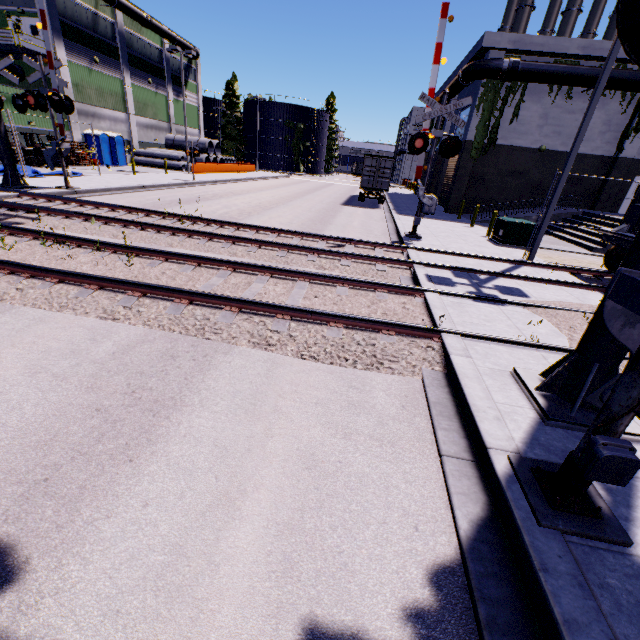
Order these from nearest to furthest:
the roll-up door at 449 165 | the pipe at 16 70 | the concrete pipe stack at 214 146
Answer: the pipe at 16 70, the roll-up door at 449 165, the concrete pipe stack at 214 146

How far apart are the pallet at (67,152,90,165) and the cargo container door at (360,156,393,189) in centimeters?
2418cm

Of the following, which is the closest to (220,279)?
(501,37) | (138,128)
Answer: (501,37)

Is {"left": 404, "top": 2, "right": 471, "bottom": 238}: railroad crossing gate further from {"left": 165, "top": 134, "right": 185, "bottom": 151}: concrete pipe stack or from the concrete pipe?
{"left": 165, "top": 134, "right": 185, "bottom": 151}: concrete pipe stack

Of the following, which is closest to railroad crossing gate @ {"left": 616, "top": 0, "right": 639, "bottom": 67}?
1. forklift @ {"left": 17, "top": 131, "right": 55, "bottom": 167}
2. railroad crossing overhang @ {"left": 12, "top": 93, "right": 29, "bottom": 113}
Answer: railroad crossing overhang @ {"left": 12, "top": 93, "right": 29, "bottom": 113}

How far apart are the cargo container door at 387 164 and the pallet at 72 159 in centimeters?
2418cm

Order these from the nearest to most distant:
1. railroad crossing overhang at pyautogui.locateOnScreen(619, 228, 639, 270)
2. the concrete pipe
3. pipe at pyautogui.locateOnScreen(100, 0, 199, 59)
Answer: railroad crossing overhang at pyautogui.locateOnScreen(619, 228, 639, 270) < pipe at pyautogui.locateOnScreen(100, 0, 199, 59) < the concrete pipe

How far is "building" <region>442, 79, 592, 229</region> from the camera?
21.2 meters
